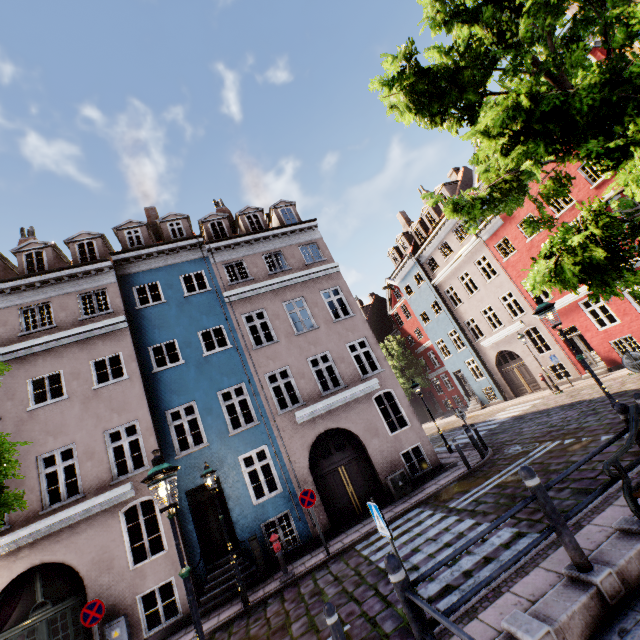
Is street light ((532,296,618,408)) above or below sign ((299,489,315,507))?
above

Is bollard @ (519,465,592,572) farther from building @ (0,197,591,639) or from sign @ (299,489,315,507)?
building @ (0,197,591,639)

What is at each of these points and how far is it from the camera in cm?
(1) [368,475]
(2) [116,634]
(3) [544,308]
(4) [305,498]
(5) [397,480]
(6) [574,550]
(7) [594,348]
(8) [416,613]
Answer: (1) building, 1301
(2) electrical box, 911
(3) street light, 754
(4) sign, 1028
(5) electrical box, 1236
(6) bollard, 356
(7) building, 1727
(8) bollard, 303

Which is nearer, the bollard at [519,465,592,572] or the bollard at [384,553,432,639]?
the bollard at [384,553,432,639]

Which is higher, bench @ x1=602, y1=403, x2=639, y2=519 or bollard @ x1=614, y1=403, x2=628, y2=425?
bollard @ x1=614, y1=403, x2=628, y2=425

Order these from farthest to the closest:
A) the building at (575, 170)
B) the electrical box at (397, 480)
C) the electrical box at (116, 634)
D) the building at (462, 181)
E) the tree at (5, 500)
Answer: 1. the building at (462, 181)
2. the building at (575, 170)
3. the electrical box at (397, 480)
4. the electrical box at (116, 634)
5. the tree at (5, 500)

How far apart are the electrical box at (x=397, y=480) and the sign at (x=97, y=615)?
9.26m

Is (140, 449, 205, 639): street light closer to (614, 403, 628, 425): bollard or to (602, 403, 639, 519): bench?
(602, 403, 639, 519): bench
